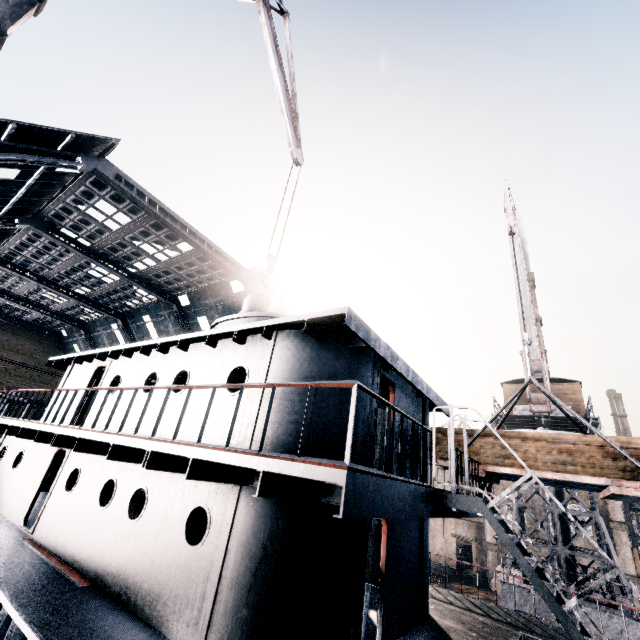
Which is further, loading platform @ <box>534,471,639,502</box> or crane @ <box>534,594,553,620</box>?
crane @ <box>534,594,553,620</box>

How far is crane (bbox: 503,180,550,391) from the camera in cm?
1486

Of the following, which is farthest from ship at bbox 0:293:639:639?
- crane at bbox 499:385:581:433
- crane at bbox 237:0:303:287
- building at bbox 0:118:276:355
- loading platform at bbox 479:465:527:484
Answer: crane at bbox 499:385:581:433

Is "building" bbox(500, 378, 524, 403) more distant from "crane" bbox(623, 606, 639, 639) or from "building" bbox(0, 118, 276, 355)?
"building" bbox(0, 118, 276, 355)

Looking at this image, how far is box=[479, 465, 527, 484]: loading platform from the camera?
9.74m

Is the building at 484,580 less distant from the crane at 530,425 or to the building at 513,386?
the crane at 530,425

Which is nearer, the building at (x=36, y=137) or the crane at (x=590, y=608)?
the crane at (x=590, y=608)

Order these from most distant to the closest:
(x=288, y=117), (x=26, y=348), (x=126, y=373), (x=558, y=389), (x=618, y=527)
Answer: (x=26, y=348) → (x=618, y=527) → (x=558, y=389) → (x=288, y=117) → (x=126, y=373)
